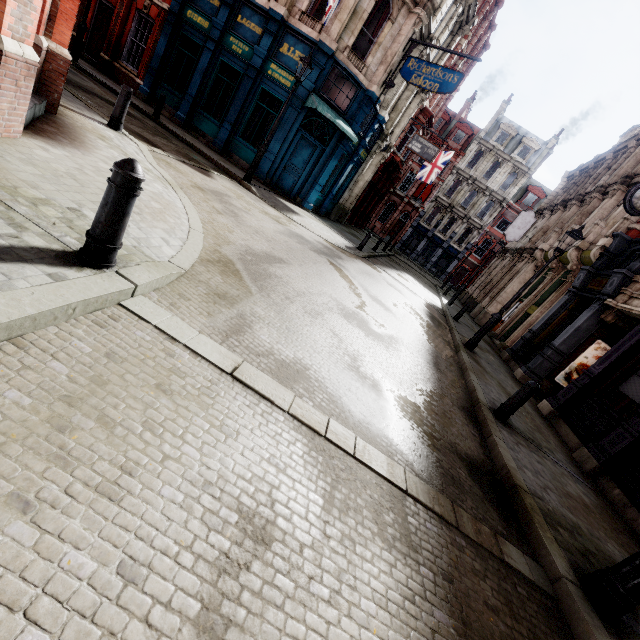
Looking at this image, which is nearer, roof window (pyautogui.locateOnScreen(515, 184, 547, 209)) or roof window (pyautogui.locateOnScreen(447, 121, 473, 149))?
roof window (pyautogui.locateOnScreen(515, 184, 547, 209))

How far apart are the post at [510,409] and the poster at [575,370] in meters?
6.8

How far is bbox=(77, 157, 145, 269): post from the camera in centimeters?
258cm

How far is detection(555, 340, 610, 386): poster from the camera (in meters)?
10.80

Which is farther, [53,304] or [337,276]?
[337,276]

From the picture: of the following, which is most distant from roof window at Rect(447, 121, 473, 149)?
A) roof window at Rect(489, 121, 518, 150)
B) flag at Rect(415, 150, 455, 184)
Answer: flag at Rect(415, 150, 455, 184)

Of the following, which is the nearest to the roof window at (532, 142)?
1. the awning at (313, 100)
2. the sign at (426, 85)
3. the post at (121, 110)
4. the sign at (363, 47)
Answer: the sign at (426, 85)

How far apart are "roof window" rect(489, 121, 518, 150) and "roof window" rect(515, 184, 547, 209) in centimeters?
536cm
